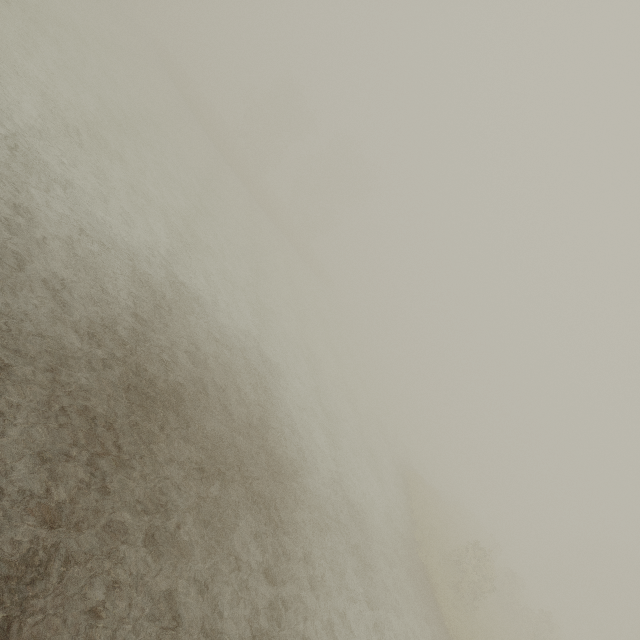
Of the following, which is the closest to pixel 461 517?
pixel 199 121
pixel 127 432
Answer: pixel 127 432
